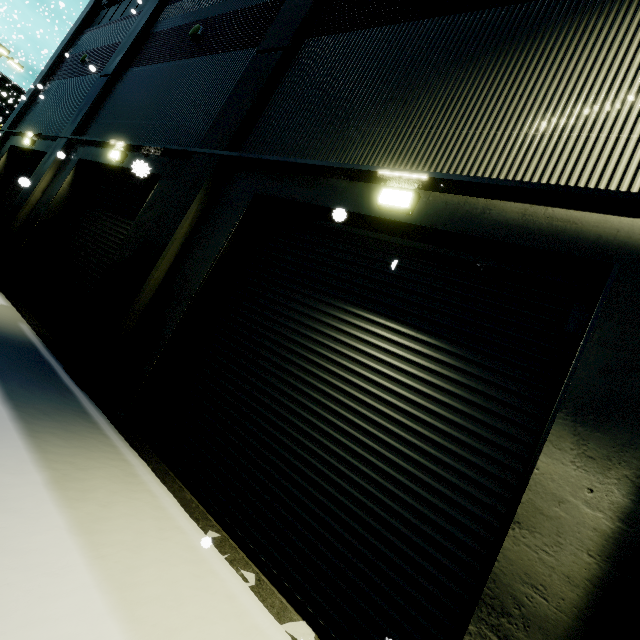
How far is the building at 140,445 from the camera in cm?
335

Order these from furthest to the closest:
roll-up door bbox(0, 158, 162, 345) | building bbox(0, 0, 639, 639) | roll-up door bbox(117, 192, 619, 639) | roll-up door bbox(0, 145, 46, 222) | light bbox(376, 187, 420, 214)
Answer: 1. roll-up door bbox(0, 145, 46, 222)
2. roll-up door bbox(0, 158, 162, 345)
3. light bbox(376, 187, 420, 214)
4. roll-up door bbox(117, 192, 619, 639)
5. building bbox(0, 0, 639, 639)

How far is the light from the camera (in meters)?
3.92

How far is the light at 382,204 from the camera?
3.9 meters

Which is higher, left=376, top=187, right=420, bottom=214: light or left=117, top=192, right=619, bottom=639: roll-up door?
left=376, top=187, right=420, bottom=214: light

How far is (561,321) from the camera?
3.23m

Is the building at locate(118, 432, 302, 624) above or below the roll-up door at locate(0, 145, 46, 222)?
below

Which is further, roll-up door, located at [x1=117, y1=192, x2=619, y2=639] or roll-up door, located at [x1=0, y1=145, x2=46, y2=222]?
roll-up door, located at [x1=0, y1=145, x2=46, y2=222]
